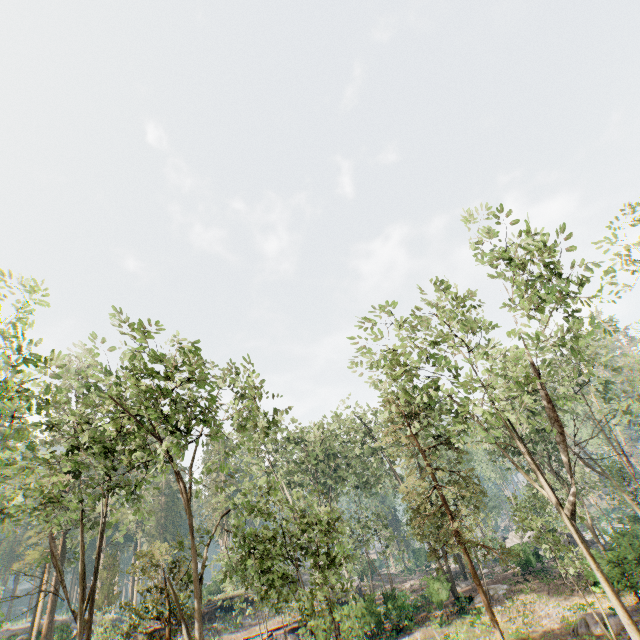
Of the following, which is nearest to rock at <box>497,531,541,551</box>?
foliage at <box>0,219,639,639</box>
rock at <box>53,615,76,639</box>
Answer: foliage at <box>0,219,639,639</box>

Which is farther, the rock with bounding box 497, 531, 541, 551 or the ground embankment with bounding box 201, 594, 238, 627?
the ground embankment with bounding box 201, 594, 238, 627

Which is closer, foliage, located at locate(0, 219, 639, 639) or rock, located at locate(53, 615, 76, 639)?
foliage, located at locate(0, 219, 639, 639)

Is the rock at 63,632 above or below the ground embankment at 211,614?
above

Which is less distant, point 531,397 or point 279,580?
point 279,580

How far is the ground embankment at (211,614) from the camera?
35.1m

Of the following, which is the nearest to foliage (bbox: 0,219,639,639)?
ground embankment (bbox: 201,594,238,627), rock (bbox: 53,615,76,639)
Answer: rock (bbox: 53,615,76,639)

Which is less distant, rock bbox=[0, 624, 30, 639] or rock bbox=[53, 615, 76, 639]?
rock bbox=[0, 624, 30, 639]
